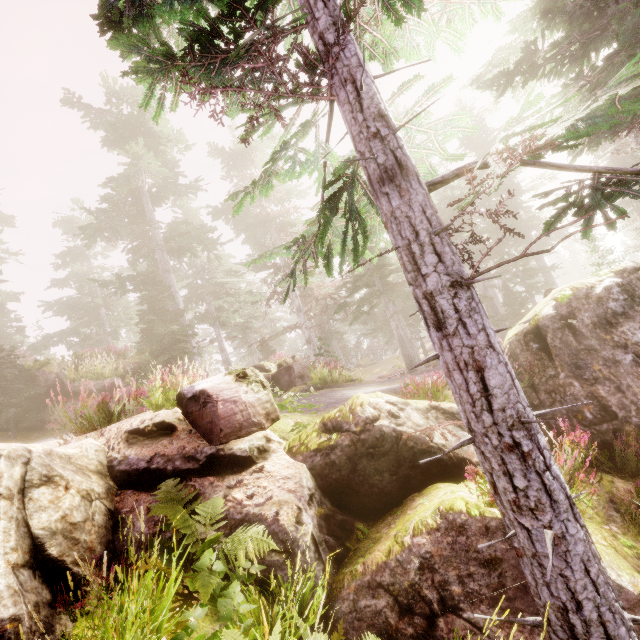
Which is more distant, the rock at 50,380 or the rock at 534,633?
the rock at 50,380

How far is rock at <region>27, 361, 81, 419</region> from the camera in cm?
1266

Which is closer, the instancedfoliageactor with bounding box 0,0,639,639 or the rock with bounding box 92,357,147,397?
the instancedfoliageactor with bounding box 0,0,639,639

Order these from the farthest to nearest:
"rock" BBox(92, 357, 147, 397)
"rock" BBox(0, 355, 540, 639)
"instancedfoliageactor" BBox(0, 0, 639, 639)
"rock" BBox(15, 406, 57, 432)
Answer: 1. "rock" BBox(92, 357, 147, 397)
2. "rock" BBox(15, 406, 57, 432)
3. "rock" BBox(0, 355, 540, 639)
4. "instancedfoliageactor" BBox(0, 0, 639, 639)

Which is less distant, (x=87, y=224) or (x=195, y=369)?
(x=195, y=369)

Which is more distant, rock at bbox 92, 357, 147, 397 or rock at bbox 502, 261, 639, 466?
rock at bbox 92, 357, 147, 397
